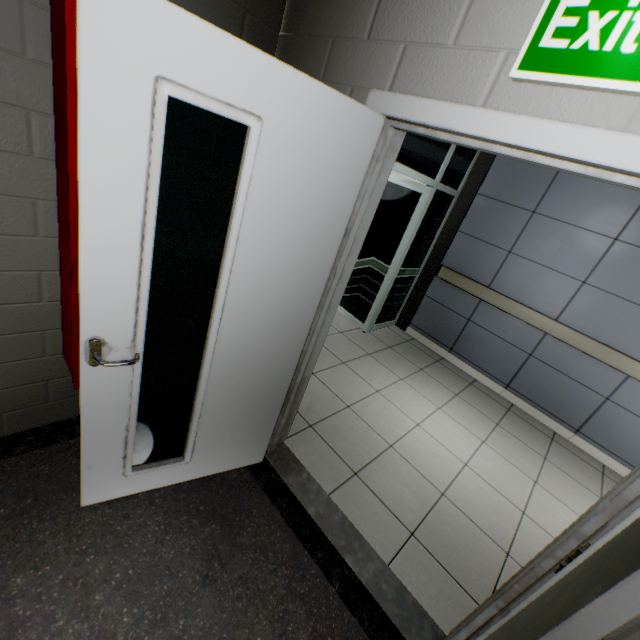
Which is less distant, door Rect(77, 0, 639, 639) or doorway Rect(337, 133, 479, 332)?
door Rect(77, 0, 639, 639)

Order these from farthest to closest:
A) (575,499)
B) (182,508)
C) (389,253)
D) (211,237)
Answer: (389,253)
(575,499)
(182,508)
(211,237)

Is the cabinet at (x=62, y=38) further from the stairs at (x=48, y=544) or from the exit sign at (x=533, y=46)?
the exit sign at (x=533, y=46)

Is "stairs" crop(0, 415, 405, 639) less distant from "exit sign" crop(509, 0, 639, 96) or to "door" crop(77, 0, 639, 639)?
"door" crop(77, 0, 639, 639)

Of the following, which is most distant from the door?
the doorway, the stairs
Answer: the doorway

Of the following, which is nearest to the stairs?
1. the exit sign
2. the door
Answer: the door

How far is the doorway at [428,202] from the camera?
3.4 meters
